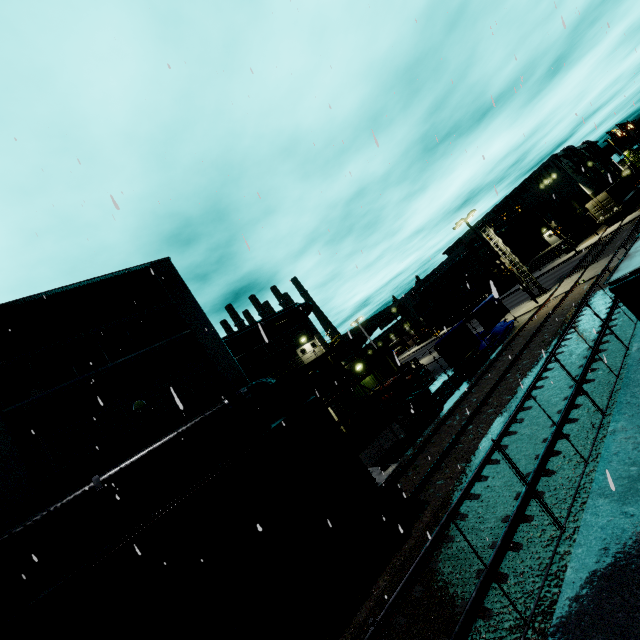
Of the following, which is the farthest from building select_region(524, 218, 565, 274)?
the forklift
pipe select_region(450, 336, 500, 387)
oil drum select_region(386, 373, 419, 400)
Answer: oil drum select_region(386, 373, 419, 400)

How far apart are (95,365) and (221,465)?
8.3m

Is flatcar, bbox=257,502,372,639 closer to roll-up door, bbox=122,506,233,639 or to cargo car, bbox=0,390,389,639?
cargo car, bbox=0,390,389,639

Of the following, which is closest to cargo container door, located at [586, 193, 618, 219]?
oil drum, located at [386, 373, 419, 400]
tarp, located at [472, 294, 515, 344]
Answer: tarp, located at [472, 294, 515, 344]

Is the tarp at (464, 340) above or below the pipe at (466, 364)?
above

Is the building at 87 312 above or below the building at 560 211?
above

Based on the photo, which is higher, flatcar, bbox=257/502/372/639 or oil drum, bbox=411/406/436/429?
flatcar, bbox=257/502/372/639

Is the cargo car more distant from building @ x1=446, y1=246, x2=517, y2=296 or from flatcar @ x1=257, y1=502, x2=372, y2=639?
building @ x1=446, y1=246, x2=517, y2=296
